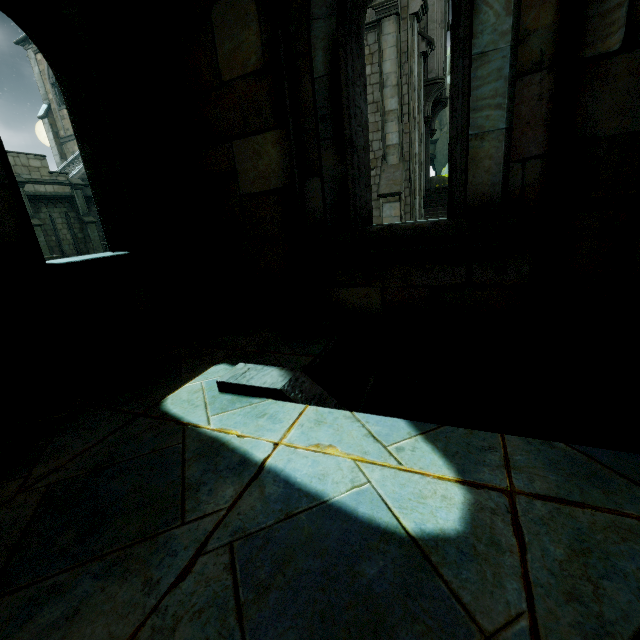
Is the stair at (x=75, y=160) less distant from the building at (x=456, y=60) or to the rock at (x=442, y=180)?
the building at (x=456, y=60)

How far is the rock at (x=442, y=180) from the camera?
22.2m

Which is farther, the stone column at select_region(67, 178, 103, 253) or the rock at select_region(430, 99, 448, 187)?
the rock at select_region(430, 99, 448, 187)

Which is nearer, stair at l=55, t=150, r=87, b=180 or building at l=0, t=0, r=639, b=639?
building at l=0, t=0, r=639, b=639

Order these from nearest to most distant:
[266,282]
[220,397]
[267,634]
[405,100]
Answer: [267,634] → [220,397] → [266,282] → [405,100]

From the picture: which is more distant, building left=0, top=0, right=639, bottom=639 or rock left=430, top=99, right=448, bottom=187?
rock left=430, top=99, right=448, bottom=187

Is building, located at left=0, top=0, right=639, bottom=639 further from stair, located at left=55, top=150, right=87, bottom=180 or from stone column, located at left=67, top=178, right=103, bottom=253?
stone column, located at left=67, top=178, right=103, bottom=253

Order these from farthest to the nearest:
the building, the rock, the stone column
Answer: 1. the rock
2. the stone column
3. the building
